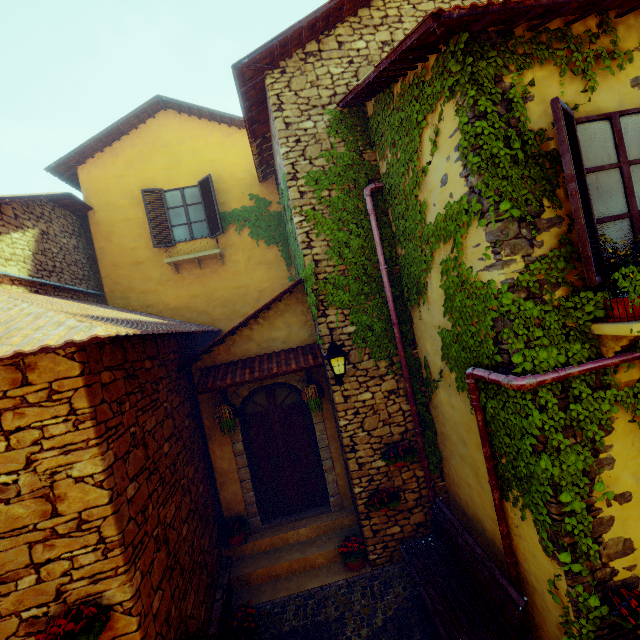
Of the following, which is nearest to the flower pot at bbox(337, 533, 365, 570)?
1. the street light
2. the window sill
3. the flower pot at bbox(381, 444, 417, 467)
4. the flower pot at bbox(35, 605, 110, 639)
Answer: the flower pot at bbox(381, 444, 417, 467)

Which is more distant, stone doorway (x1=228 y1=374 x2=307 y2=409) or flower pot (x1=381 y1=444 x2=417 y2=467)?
stone doorway (x1=228 y1=374 x2=307 y2=409)

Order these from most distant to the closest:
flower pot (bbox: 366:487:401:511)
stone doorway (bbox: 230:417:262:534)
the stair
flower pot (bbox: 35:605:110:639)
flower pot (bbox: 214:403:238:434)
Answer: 1. stone doorway (bbox: 230:417:262:534)
2. flower pot (bbox: 214:403:238:434)
3. flower pot (bbox: 366:487:401:511)
4. the stair
5. flower pot (bbox: 35:605:110:639)

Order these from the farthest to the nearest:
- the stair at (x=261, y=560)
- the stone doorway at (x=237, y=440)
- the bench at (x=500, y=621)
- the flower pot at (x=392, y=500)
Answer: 1. the stone doorway at (x=237, y=440)
2. the flower pot at (x=392, y=500)
3. the stair at (x=261, y=560)
4. the bench at (x=500, y=621)

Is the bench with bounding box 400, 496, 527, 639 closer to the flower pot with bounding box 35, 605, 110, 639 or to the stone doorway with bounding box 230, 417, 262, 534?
the stone doorway with bounding box 230, 417, 262, 534

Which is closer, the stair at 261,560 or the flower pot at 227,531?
the stair at 261,560

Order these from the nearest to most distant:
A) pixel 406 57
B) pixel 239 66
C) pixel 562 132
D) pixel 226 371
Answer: pixel 562 132
pixel 406 57
pixel 239 66
pixel 226 371

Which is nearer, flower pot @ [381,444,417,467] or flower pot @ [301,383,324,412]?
flower pot @ [381,444,417,467]
